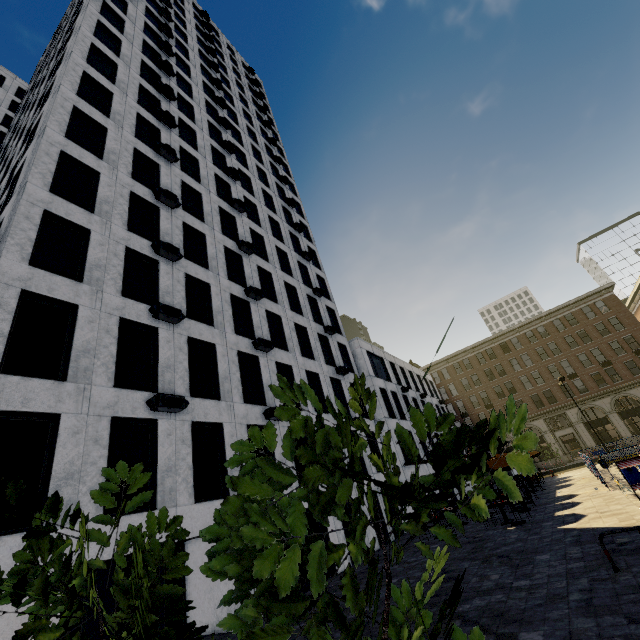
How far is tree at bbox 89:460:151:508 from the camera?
1.8 meters

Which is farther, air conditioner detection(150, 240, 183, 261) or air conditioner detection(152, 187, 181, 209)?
air conditioner detection(152, 187, 181, 209)

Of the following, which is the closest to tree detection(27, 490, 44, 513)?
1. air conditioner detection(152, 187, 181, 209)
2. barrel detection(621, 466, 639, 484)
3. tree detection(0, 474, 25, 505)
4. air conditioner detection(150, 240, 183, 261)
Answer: tree detection(0, 474, 25, 505)

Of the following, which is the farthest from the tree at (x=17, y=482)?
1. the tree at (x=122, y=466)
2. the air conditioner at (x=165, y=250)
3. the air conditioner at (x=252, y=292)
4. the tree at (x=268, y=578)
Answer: the air conditioner at (x=252, y=292)

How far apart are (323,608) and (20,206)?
15.9m

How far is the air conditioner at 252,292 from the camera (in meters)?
19.50

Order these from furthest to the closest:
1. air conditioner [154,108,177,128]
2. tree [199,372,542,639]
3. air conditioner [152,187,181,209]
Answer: air conditioner [154,108,177,128] < air conditioner [152,187,181,209] < tree [199,372,542,639]

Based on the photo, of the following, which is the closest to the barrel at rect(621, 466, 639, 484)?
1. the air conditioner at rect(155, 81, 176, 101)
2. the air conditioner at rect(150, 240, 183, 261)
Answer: the air conditioner at rect(150, 240, 183, 261)
